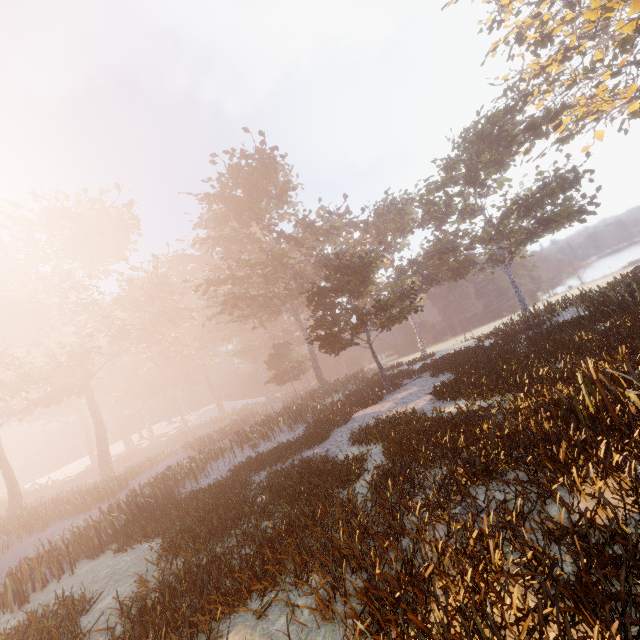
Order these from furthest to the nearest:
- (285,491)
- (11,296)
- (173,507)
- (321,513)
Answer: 1. (11,296)
2. (173,507)
3. (285,491)
4. (321,513)
